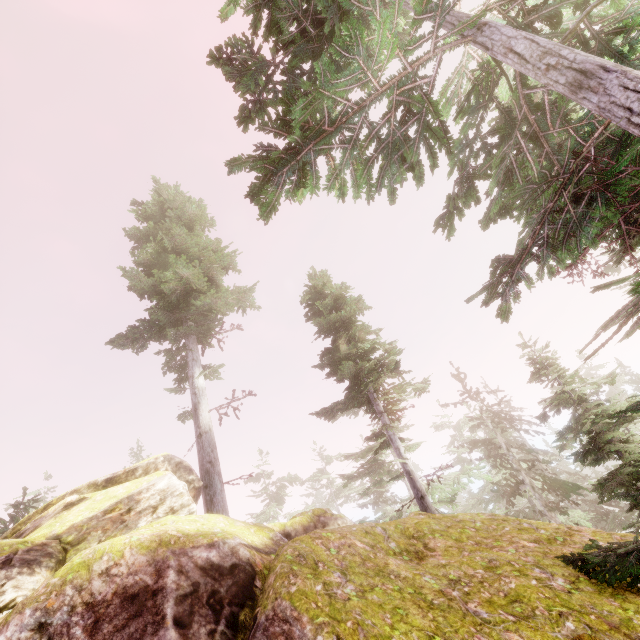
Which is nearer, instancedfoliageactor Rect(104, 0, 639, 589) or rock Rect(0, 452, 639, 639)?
rock Rect(0, 452, 639, 639)

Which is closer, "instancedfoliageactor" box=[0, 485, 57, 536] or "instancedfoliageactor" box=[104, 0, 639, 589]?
"instancedfoliageactor" box=[104, 0, 639, 589]

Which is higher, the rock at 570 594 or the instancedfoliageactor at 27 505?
the instancedfoliageactor at 27 505

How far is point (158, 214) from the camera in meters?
19.4 m

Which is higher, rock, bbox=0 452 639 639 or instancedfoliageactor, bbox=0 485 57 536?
instancedfoliageactor, bbox=0 485 57 536

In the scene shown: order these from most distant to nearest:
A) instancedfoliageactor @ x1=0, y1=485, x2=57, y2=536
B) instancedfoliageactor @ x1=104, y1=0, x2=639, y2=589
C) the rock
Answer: instancedfoliageactor @ x1=0, y1=485, x2=57, y2=536, instancedfoliageactor @ x1=104, y1=0, x2=639, y2=589, the rock

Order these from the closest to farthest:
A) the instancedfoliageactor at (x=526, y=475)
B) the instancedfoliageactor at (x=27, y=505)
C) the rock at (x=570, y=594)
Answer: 1. the rock at (x=570, y=594)
2. the instancedfoliageactor at (x=526, y=475)
3. the instancedfoliageactor at (x=27, y=505)
